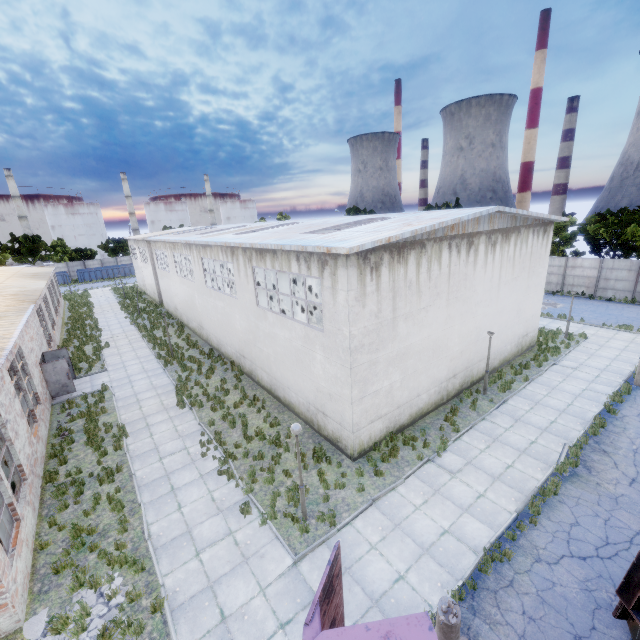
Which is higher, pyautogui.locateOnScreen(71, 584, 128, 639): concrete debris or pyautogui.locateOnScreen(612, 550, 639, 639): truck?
pyautogui.locateOnScreen(612, 550, 639, 639): truck

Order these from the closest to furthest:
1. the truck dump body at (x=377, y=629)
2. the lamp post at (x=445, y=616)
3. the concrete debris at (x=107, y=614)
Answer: the truck dump body at (x=377, y=629) < the lamp post at (x=445, y=616) < the concrete debris at (x=107, y=614)

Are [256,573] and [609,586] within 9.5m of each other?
yes

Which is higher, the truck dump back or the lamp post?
the truck dump back

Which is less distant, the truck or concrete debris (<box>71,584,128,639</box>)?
the truck

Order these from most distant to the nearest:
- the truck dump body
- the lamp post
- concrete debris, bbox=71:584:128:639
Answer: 1. concrete debris, bbox=71:584:128:639
2. the lamp post
3. the truck dump body

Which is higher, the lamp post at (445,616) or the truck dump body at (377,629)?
the truck dump body at (377,629)

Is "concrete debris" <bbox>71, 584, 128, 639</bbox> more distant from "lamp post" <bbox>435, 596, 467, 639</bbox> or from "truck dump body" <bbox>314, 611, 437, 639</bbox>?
"lamp post" <bbox>435, 596, 467, 639</bbox>
